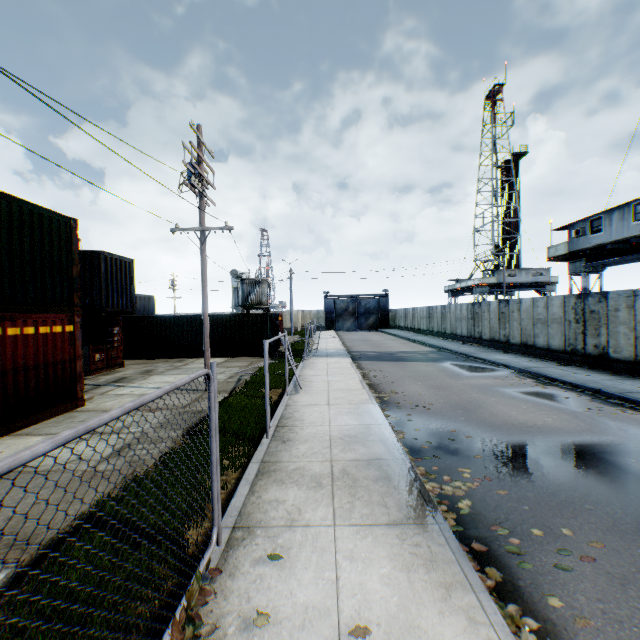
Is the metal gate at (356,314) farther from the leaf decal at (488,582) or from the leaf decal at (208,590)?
the leaf decal at (208,590)

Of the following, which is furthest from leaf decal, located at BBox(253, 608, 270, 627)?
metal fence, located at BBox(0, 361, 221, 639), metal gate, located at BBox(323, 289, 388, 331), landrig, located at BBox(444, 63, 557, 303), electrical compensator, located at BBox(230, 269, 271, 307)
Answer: metal gate, located at BBox(323, 289, 388, 331)

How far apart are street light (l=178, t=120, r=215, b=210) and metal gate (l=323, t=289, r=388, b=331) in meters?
42.5

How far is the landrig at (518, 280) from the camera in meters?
41.9

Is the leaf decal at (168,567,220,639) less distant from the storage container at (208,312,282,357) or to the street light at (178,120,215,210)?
the street light at (178,120,215,210)

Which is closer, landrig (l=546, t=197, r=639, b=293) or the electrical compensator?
landrig (l=546, t=197, r=639, b=293)

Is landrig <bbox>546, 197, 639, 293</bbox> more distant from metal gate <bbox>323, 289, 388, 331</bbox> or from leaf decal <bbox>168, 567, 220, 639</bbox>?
metal gate <bbox>323, 289, 388, 331</bbox>

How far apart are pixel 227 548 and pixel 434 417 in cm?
669
